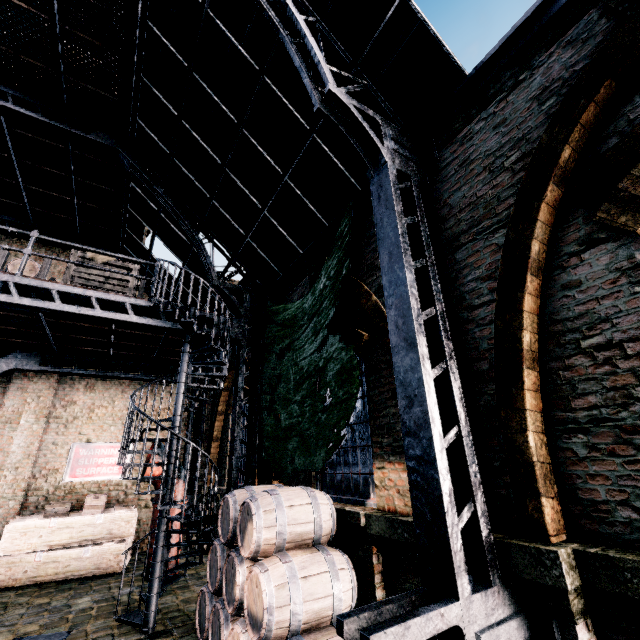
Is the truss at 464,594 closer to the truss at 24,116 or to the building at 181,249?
the building at 181,249

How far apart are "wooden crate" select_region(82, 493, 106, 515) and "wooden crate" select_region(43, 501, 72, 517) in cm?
34

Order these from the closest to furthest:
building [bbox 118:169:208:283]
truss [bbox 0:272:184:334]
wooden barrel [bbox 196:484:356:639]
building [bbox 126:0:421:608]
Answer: wooden barrel [bbox 196:484:356:639] → building [bbox 126:0:421:608] → truss [bbox 0:272:184:334] → building [bbox 118:169:208:283]

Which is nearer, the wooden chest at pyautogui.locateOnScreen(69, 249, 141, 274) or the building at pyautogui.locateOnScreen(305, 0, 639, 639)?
the building at pyautogui.locateOnScreen(305, 0, 639, 639)

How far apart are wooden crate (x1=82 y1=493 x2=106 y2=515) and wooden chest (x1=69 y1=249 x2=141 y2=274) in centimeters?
666cm

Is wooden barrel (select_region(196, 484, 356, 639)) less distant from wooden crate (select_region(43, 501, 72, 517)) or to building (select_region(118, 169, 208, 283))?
building (select_region(118, 169, 208, 283))

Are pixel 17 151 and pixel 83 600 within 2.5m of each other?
no

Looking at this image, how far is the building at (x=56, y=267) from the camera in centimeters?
1271cm
